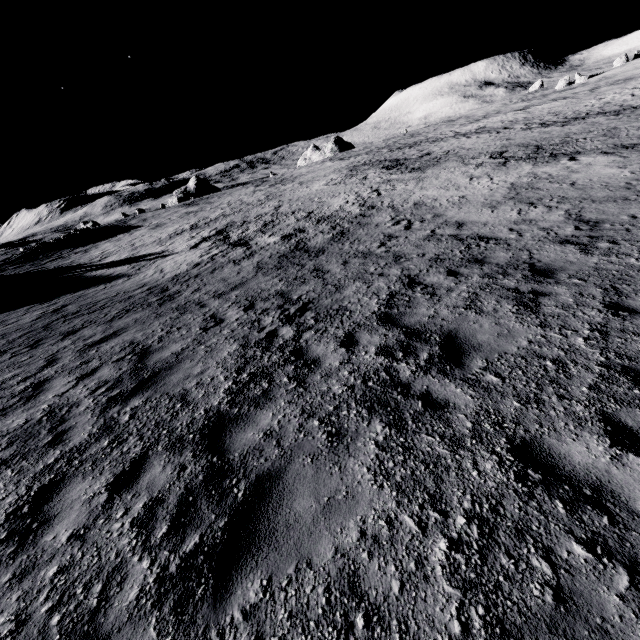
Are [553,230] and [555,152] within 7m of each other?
no
